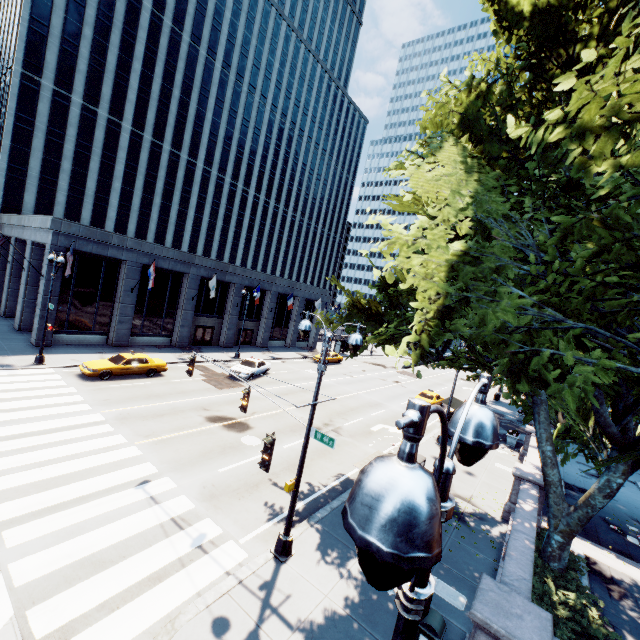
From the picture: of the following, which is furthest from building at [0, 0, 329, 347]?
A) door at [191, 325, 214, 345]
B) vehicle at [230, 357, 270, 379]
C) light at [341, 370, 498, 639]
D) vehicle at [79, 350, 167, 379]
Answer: light at [341, 370, 498, 639]

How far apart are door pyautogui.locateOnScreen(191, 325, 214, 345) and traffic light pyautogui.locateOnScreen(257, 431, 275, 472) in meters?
30.6

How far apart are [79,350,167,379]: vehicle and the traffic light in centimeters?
1803cm

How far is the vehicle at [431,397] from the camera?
29.9m

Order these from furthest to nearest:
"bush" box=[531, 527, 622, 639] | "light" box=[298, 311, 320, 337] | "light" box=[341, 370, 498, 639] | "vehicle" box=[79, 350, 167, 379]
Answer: "vehicle" box=[79, 350, 167, 379] → "light" box=[298, 311, 320, 337] → "bush" box=[531, 527, 622, 639] → "light" box=[341, 370, 498, 639]

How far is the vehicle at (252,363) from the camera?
27.0m

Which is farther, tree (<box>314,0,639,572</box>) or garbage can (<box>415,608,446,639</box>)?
garbage can (<box>415,608,446,639</box>)

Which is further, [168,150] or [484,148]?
[168,150]
